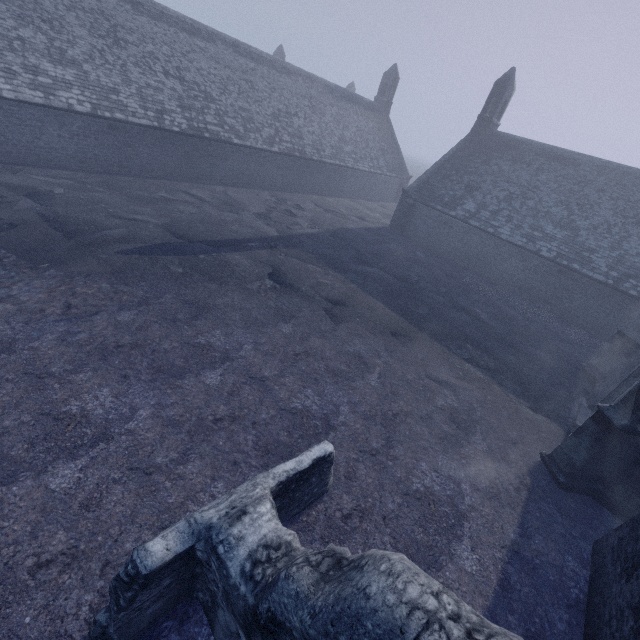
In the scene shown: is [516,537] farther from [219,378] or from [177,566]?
[219,378]
